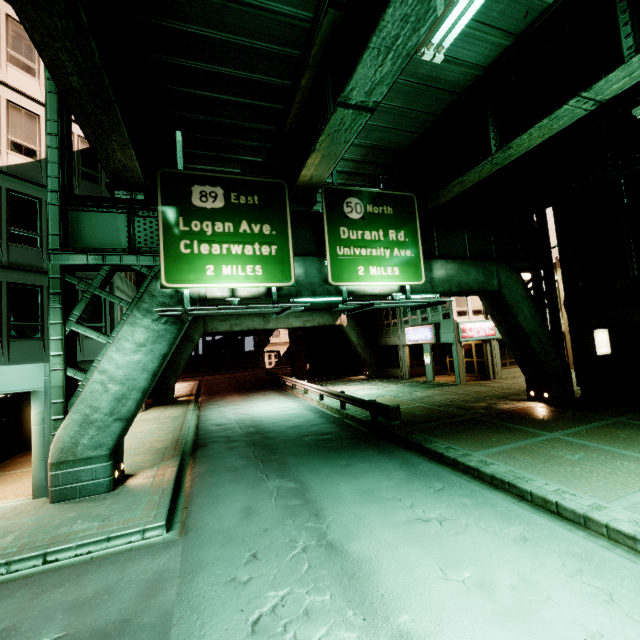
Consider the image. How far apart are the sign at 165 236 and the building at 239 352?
49.6m

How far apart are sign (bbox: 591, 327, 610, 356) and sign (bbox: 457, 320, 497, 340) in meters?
7.5

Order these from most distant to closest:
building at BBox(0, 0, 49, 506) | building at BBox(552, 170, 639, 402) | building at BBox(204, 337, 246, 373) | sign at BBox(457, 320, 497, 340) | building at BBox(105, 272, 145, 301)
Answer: building at BBox(204, 337, 246, 373), sign at BBox(457, 320, 497, 340), building at BBox(105, 272, 145, 301), building at BBox(552, 170, 639, 402), building at BBox(0, 0, 49, 506)

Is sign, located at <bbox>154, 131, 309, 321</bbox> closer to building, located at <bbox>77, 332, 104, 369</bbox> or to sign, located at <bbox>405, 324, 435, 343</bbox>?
building, located at <bbox>77, 332, 104, 369</bbox>

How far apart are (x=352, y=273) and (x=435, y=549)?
8.4 meters

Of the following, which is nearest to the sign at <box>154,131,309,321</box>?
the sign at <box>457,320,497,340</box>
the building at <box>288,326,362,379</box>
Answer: the sign at <box>457,320,497,340</box>

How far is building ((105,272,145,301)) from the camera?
15.9 meters
